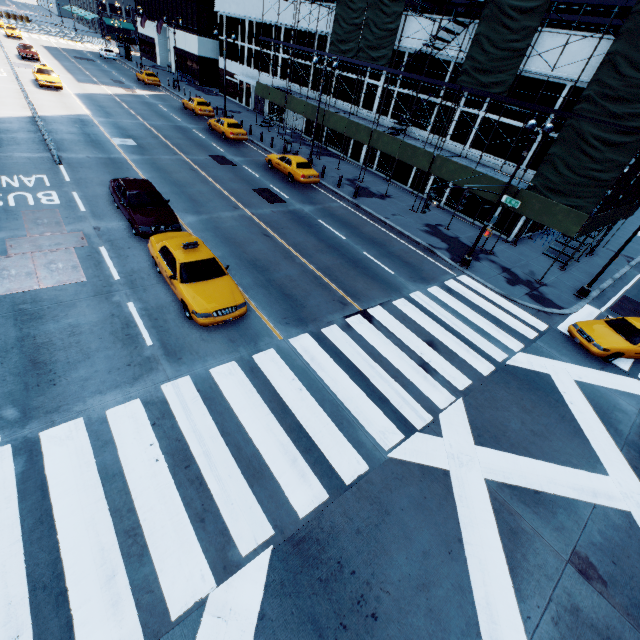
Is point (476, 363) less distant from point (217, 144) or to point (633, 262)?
point (633, 262)

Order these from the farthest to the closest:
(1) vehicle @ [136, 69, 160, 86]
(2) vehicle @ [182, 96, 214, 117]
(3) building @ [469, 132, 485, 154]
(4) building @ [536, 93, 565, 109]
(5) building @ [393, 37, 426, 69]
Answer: (1) vehicle @ [136, 69, 160, 86] < (2) vehicle @ [182, 96, 214, 117] < (5) building @ [393, 37, 426, 69] < (3) building @ [469, 132, 485, 154] < (4) building @ [536, 93, 565, 109]

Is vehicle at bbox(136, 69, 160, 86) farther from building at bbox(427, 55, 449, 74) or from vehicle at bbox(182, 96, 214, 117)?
vehicle at bbox(182, 96, 214, 117)

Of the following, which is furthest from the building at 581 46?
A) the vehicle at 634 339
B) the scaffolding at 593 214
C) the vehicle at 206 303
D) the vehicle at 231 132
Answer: the vehicle at 206 303

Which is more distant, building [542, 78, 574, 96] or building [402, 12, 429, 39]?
building [402, 12, 429, 39]

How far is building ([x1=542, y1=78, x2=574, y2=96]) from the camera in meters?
18.3

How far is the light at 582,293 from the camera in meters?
17.0
